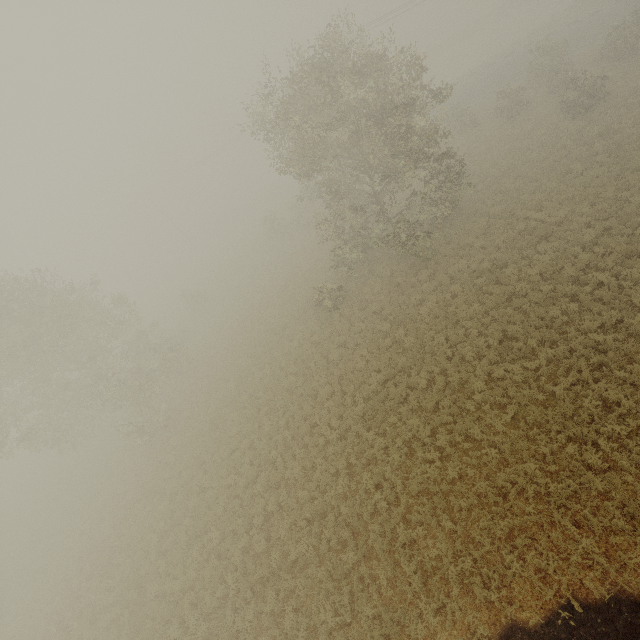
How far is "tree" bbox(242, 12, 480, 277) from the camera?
16.2m

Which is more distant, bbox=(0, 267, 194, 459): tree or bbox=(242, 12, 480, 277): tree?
bbox=(0, 267, 194, 459): tree

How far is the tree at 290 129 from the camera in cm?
1620

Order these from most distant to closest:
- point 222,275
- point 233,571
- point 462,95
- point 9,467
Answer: point 222,275, point 462,95, point 9,467, point 233,571

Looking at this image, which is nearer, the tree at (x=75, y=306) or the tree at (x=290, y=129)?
the tree at (x=290, y=129)
